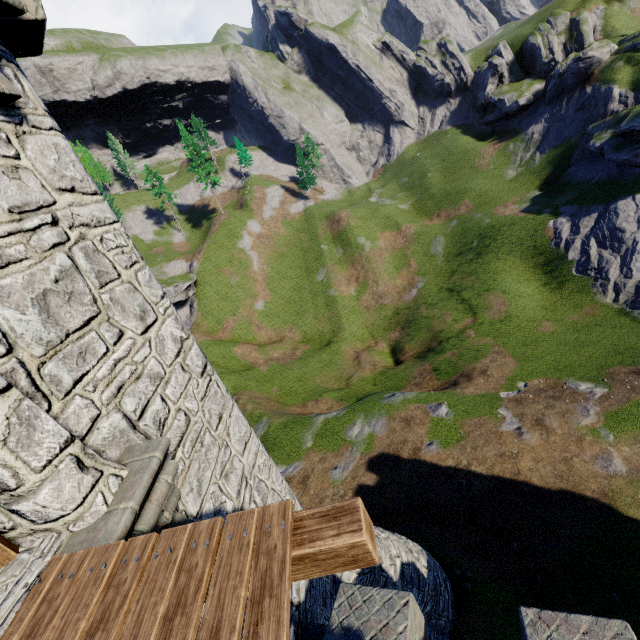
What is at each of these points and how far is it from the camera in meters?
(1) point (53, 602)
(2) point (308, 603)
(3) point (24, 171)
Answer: (1) wooden platform, 2.3 m
(2) building, 6.8 m
(3) building, 3.5 m

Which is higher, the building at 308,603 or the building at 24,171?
the building at 24,171

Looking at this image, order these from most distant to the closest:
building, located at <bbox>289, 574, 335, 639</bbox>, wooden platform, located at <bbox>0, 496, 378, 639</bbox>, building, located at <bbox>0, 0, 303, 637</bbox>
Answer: building, located at <bbox>289, 574, 335, 639</bbox> → building, located at <bbox>0, 0, 303, 637</bbox> → wooden platform, located at <bbox>0, 496, 378, 639</bbox>

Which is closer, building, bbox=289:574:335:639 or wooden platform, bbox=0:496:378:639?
wooden platform, bbox=0:496:378:639

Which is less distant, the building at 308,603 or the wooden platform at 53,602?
the wooden platform at 53,602

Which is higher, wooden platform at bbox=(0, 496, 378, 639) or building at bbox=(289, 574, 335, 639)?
wooden platform at bbox=(0, 496, 378, 639)

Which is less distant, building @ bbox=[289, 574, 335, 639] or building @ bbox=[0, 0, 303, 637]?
building @ bbox=[0, 0, 303, 637]
